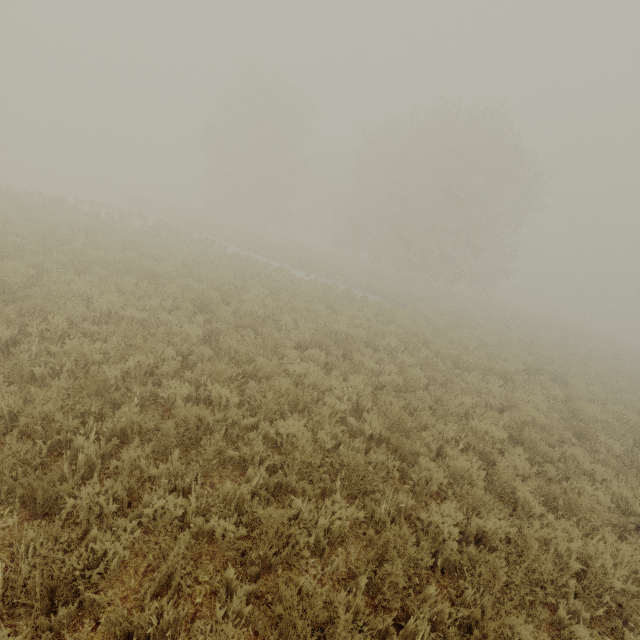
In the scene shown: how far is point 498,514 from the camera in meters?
4.7
